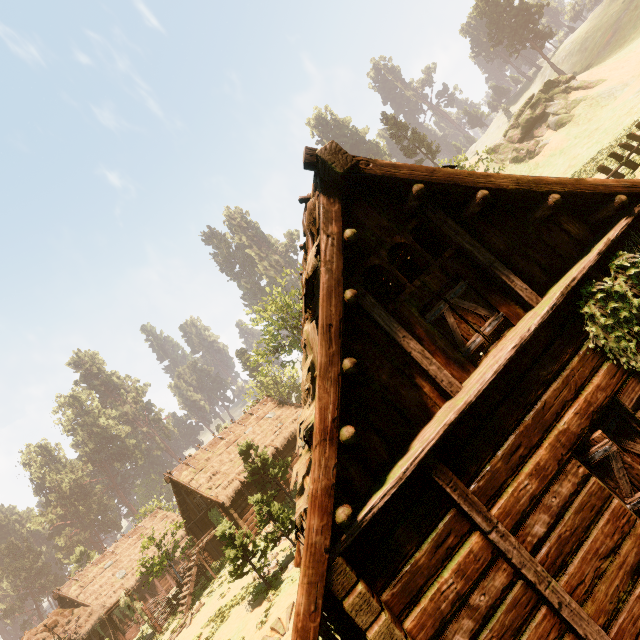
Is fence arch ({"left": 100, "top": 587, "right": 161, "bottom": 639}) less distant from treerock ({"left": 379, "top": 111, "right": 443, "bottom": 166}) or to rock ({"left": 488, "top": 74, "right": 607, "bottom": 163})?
treerock ({"left": 379, "top": 111, "right": 443, "bottom": 166})

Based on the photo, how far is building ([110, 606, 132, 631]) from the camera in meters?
29.1

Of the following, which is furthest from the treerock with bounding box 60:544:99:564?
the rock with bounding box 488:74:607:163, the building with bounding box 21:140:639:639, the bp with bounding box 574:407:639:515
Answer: the bp with bounding box 574:407:639:515

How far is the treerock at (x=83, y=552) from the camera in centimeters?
4425cm

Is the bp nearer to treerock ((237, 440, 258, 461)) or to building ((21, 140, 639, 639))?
building ((21, 140, 639, 639))

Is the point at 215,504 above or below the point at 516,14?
below

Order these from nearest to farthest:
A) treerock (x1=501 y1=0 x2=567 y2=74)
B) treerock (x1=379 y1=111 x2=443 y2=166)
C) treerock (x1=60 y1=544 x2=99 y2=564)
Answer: treerock (x1=60 y1=544 x2=99 y2=564) < treerock (x1=379 y1=111 x2=443 y2=166) < treerock (x1=501 y1=0 x2=567 y2=74)
